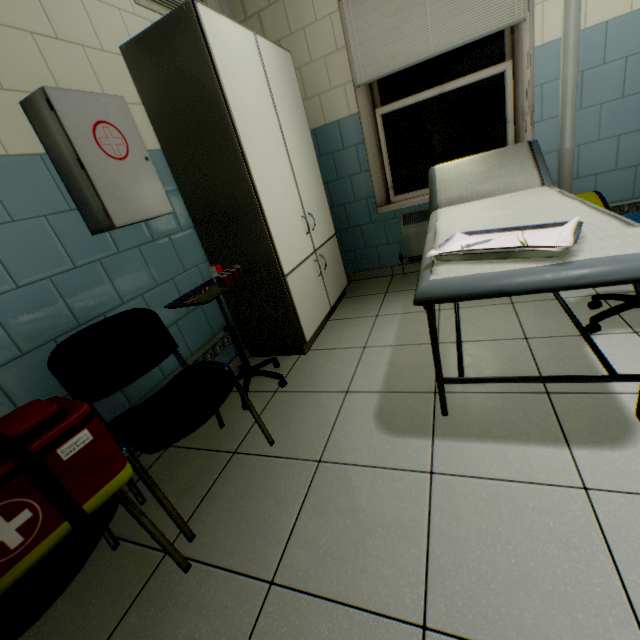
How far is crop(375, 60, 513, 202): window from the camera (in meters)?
2.68

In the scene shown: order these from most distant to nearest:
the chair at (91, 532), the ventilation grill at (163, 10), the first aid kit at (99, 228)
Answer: the ventilation grill at (163, 10)
the first aid kit at (99, 228)
the chair at (91, 532)

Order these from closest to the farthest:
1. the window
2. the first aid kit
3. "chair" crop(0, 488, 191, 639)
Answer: "chair" crop(0, 488, 191, 639), the first aid kit, the window

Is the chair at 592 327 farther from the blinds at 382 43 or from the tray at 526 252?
the blinds at 382 43

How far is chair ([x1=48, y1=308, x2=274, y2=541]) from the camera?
1.2m

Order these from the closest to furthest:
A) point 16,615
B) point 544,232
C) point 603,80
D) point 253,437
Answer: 1. point 16,615
2. point 544,232
3. point 253,437
4. point 603,80

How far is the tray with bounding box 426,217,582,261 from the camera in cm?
108

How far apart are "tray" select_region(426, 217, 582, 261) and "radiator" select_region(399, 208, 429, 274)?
2.0m
